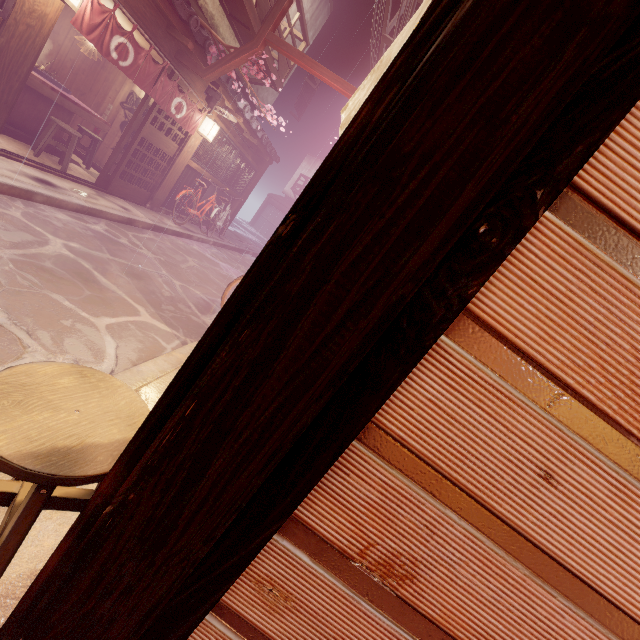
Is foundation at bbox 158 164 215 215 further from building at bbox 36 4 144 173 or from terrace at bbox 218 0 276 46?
terrace at bbox 218 0 276 46

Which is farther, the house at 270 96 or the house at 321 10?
the house at 270 96

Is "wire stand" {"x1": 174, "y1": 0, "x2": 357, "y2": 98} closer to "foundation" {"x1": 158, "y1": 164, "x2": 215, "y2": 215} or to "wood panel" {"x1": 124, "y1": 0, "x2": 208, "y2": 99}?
"wood panel" {"x1": 124, "y1": 0, "x2": 208, "y2": 99}

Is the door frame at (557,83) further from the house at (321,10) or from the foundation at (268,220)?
the house at (321,10)

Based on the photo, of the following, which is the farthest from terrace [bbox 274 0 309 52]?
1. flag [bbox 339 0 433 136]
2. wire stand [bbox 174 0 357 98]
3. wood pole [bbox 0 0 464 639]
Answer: wood pole [bbox 0 0 464 639]

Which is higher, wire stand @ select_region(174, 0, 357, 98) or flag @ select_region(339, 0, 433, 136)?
wire stand @ select_region(174, 0, 357, 98)

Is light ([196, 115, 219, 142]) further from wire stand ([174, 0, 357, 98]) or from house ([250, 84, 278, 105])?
house ([250, 84, 278, 105])

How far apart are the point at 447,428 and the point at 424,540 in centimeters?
54cm
